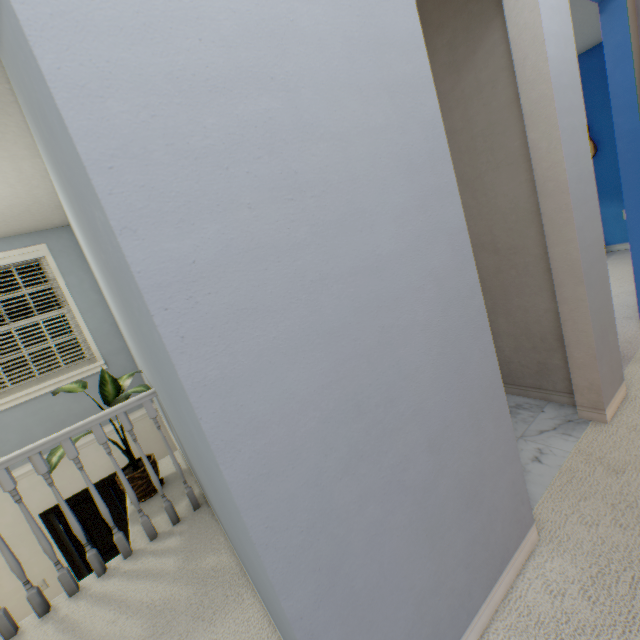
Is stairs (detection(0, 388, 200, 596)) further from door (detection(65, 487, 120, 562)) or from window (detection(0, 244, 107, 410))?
window (detection(0, 244, 107, 410))

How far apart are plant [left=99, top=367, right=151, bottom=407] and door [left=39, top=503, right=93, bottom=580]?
2.1m

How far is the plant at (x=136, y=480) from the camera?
2.22m

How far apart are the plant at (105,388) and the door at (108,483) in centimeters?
208cm

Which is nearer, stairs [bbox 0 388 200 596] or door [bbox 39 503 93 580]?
stairs [bbox 0 388 200 596]

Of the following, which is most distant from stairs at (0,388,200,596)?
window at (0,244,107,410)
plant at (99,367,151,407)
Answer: window at (0,244,107,410)

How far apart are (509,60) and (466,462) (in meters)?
1.73

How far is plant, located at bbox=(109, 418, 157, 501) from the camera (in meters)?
2.22
